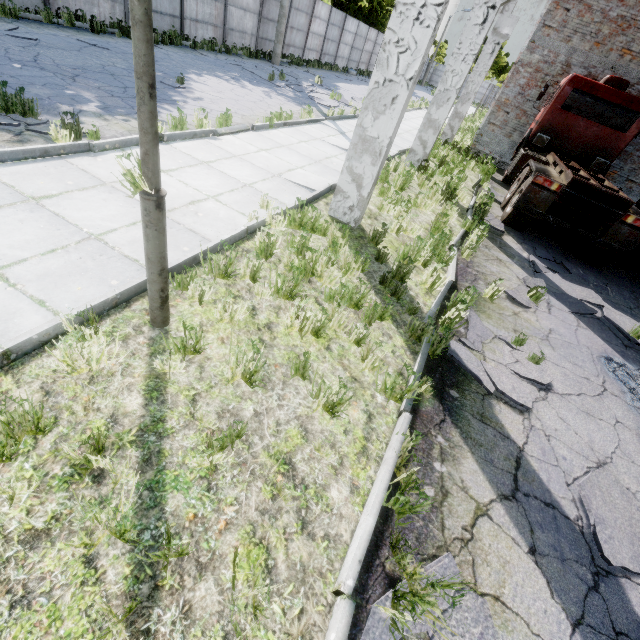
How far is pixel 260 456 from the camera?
2.5 meters

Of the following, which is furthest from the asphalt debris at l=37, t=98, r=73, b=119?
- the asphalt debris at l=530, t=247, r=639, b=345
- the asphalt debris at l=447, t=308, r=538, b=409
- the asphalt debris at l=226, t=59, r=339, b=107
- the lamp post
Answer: the asphalt debris at l=226, t=59, r=339, b=107

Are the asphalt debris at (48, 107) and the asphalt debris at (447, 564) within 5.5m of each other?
no

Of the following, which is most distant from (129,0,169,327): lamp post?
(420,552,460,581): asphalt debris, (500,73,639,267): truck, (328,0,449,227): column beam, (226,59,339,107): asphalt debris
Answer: (226,59,339,107): asphalt debris

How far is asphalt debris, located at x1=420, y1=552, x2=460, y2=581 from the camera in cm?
216

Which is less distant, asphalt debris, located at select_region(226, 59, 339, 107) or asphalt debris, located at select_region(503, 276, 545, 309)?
asphalt debris, located at select_region(503, 276, 545, 309)

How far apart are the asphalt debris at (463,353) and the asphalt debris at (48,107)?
7.3 meters

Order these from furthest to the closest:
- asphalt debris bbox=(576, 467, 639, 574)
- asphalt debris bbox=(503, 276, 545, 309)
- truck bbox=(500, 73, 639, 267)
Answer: truck bbox=(500, 73, 639, 267) < asphalt debris bbox=(503, 276, 545, 309) < asphalt debris bbox=(576, 467, 639, 574)
